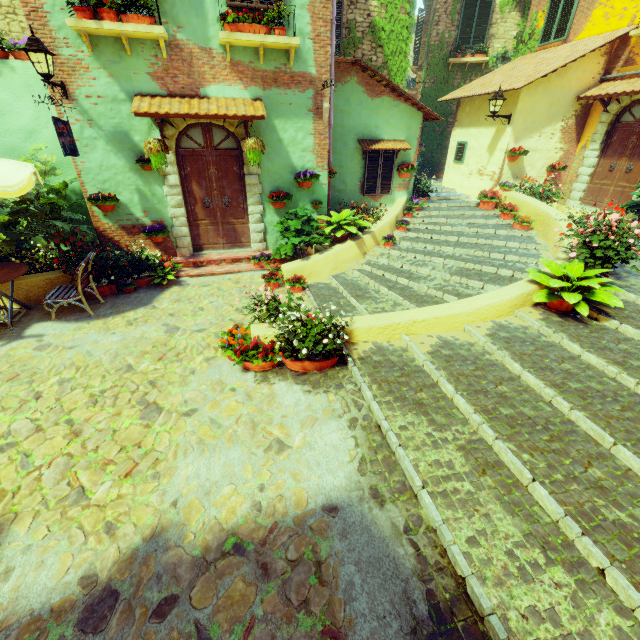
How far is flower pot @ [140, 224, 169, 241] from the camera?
7.4 meters

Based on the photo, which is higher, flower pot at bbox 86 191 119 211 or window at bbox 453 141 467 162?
window at bbox 453 141 467 162

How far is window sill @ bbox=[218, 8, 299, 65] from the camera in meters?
5.9 m

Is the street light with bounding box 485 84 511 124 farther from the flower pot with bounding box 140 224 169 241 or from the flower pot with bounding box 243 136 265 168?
the flower pot with bounding box 140 224 169 241

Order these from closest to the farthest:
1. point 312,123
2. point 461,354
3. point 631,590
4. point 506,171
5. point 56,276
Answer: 1. point 631,590
2. point 461,354
3. point 56,276
4. point 312,123
5. point 506,171

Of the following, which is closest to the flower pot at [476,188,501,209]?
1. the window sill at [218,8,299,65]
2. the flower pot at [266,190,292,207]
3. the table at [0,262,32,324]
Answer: the flower pot at [266,190,292,207]

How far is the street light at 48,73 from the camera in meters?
5.2

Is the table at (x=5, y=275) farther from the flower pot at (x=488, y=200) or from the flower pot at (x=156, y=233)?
the flower pot at (x=488, y=200)
